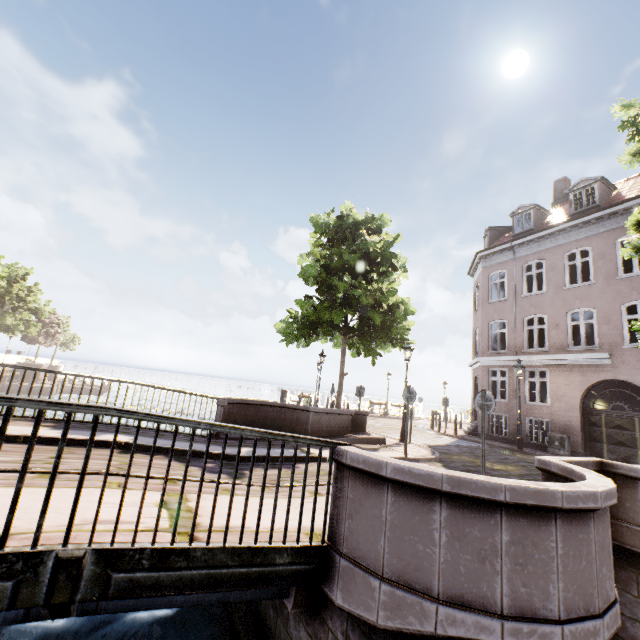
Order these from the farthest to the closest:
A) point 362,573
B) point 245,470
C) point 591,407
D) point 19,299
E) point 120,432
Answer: point 19,299 → point 591,407 → point 120,432 → point 245,470 → point 362,573

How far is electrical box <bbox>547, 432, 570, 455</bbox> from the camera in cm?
1391

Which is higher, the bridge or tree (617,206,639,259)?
tree (617,206,639,259)

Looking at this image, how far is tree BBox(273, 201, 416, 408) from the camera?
13.4m

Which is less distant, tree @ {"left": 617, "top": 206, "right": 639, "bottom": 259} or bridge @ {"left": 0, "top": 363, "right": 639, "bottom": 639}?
bridge @ {"left": 0, "top": 363, "right": 639, "bottom": 639}

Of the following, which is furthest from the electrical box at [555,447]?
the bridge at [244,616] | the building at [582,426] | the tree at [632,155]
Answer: the bridge at [244,616]

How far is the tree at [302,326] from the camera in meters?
13.4 m
